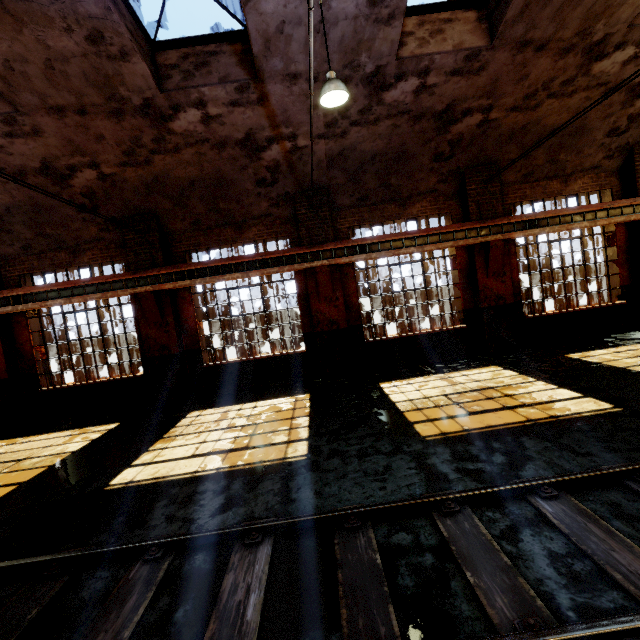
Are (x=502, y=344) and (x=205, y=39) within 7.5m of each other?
no

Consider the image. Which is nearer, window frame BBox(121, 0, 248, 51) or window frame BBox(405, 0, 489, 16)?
window frame BBox(121, 0, 248, 51)

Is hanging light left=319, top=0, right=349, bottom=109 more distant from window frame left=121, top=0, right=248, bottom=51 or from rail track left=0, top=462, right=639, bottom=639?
rail track left=0, top=462, right=639, bottom=639

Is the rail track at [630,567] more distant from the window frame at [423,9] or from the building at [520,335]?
the window frame at [423,9]

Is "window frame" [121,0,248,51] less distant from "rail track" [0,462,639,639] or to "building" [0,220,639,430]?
"building" [0,220,639,430]

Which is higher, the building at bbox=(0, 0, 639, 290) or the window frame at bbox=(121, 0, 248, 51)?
the window frame at bbox=(121, 0, 248, 51)

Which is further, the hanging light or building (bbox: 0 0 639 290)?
building (bbox: 0 0 639 290)

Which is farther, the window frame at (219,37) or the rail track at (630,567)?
the window frame at (219,37)
